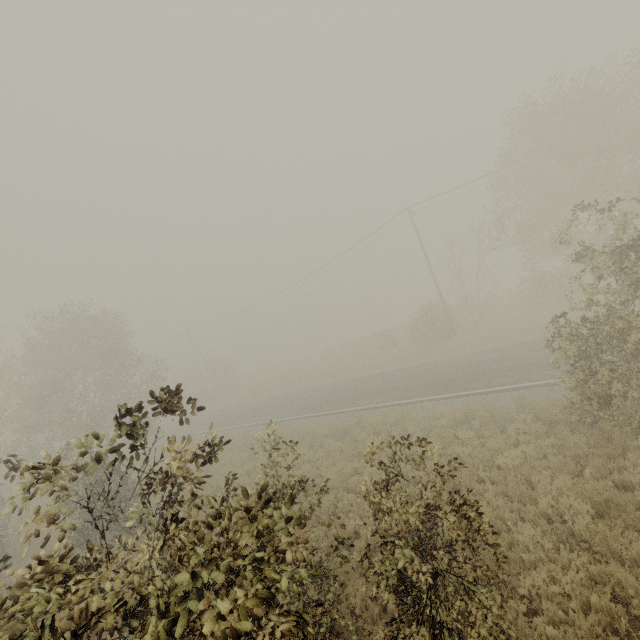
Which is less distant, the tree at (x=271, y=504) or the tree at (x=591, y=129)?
the tree at (x=271, y=504)

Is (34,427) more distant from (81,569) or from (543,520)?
(543,520)

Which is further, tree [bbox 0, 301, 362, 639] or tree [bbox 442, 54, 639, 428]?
tree [bbox 442, 54, 639, 428]
